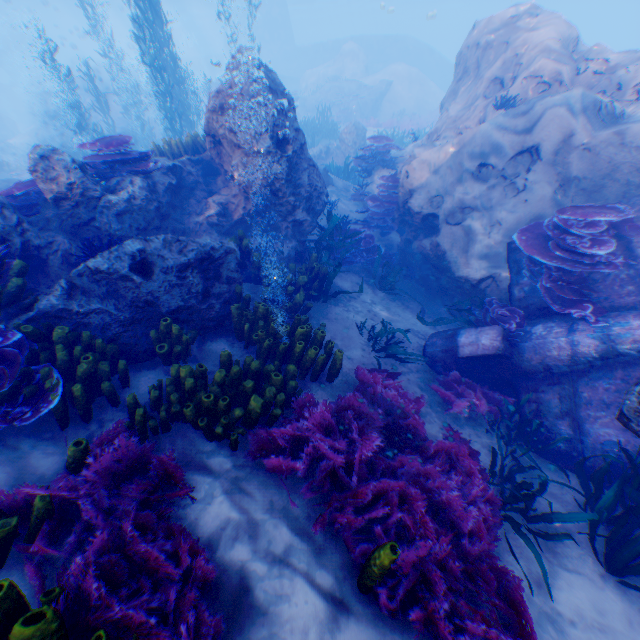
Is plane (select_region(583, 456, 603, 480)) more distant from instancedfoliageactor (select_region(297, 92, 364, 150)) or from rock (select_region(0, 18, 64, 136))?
instancedfoliageactor (select_region(297, 92, 364, 150))

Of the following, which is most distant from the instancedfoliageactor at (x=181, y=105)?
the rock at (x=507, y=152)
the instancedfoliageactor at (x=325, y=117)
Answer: the instancedfoliageactor at (x=325, y=117)

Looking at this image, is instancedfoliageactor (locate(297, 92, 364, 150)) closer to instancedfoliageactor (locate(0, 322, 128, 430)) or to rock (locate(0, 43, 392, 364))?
rock (locate(0, 43, 392, 364))

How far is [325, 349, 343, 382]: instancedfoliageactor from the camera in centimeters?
504cm

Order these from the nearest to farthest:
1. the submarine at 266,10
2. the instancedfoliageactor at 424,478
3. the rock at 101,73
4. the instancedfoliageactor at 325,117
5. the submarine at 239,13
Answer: the instancedfoliageactor at 424,478 < the instancedfoliageactor at 325,117 < the rock at 101,73 < the submarine at 266,10 < the submarine at 239,13

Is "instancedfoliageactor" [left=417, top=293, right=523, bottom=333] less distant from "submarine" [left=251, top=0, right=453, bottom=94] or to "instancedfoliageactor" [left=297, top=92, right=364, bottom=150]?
"instancedfoliageactor" [left=297, top=92, right=364, bottom=150]

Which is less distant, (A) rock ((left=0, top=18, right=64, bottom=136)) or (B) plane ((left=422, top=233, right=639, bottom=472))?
(B) plane ((left=422, top=233, right=639, bottom=472))

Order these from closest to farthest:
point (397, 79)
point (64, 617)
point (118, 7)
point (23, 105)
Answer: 1. point (64, 617)
2. point (397, 79)
3. point (23, 105)
4. point (118, 7)
